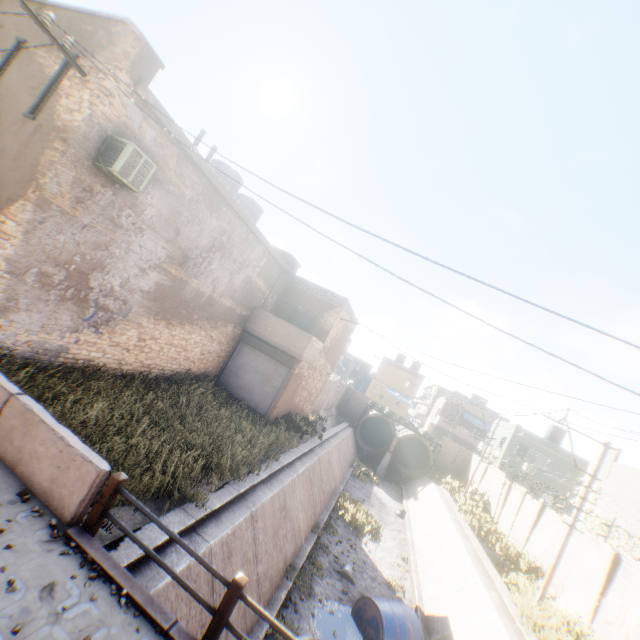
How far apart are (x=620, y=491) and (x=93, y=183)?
29.3m

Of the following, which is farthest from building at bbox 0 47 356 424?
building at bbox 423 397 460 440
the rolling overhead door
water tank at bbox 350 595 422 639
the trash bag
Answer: the trash bag

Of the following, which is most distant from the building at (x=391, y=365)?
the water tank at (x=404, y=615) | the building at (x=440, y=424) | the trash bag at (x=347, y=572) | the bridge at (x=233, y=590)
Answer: the trash bag at (x=347, y=572)

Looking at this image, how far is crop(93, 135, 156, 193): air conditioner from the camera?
7.16m

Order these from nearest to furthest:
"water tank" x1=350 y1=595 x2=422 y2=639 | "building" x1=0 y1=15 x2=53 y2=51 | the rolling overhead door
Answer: "building" x1=0 y1=15 x2=53 y2=51 < "water tank" x1=350 y1=595 x2=422 y2=639 < the rolling overhead door

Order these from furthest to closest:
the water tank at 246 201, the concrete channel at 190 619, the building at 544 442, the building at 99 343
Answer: the building at 544 442 < the water tank at 246 201 < the building at 99 343 < the concrete channel at 190 619

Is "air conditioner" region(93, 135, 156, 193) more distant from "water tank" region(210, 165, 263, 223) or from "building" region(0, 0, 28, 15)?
"water tank" region(210, 165, 263, 223)

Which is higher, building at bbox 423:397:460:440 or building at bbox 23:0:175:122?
building at bbox 23:0:175:122
